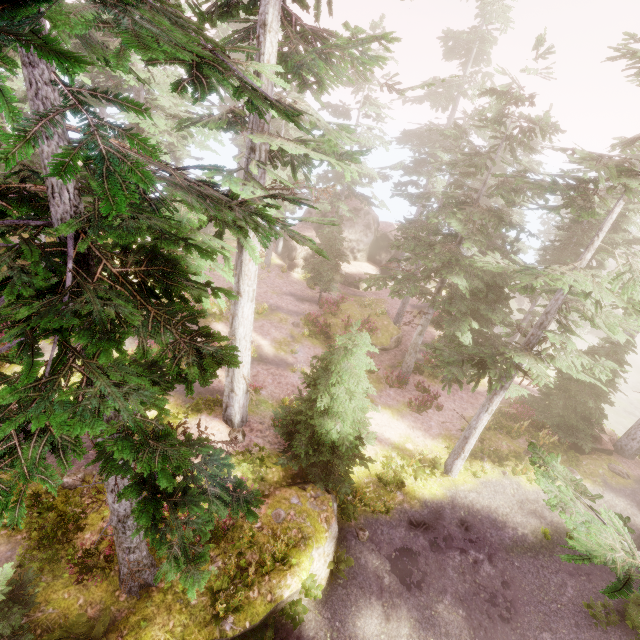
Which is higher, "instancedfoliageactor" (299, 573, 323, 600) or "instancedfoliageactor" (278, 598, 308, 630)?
"instancedfoliageactor" (299, 573, 323, 600)

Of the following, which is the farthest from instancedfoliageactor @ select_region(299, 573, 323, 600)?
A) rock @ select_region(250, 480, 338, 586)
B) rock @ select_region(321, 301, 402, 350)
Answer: rock @ select_region(321, 301, 402, 350)

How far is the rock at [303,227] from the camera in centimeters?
3303cm

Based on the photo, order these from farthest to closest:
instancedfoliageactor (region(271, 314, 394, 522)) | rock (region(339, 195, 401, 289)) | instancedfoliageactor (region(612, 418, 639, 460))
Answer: rock (region(339, 195, 401, 289)) < instancedfoliageactor (region(612, 418, 639, 460)) < instancedfoliageactor (region(271, 314, 394, 522))

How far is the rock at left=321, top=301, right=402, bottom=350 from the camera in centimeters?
2336cm

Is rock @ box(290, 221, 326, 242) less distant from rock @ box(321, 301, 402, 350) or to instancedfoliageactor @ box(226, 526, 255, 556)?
instancedfoliageactor @ box(226, 526, 255, 556)

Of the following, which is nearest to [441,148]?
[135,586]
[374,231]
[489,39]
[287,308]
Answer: [489,39]
